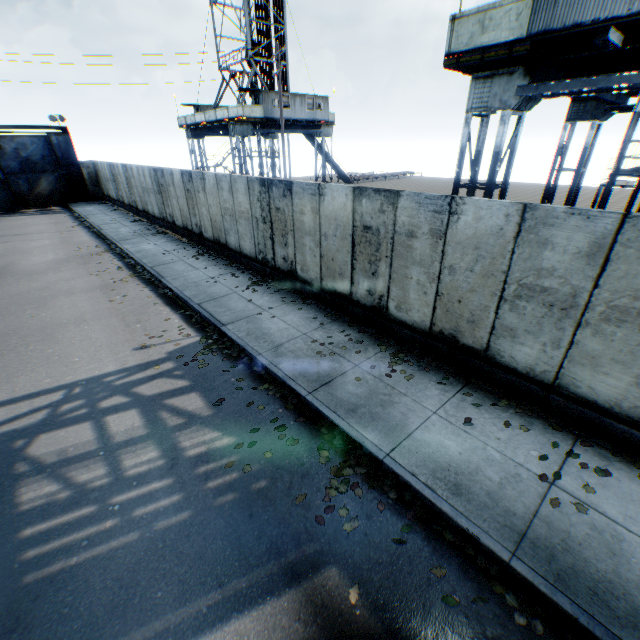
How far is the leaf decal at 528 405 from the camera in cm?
546

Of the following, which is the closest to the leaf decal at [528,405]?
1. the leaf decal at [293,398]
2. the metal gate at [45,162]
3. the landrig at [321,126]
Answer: the leaf decal at [293,398]

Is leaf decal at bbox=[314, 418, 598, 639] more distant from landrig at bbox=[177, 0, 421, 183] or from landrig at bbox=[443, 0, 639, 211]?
landrig at bbox=[177, 0, 421, 183]

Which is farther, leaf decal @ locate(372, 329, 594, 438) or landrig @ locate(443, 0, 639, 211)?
landrig @ locate(443, 0, 639, 211)

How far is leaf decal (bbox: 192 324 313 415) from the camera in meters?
6.3 m

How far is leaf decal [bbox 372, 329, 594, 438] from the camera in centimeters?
546cm

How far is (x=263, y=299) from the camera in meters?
10.2 m

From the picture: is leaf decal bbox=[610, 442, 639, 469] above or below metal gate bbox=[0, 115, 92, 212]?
below
